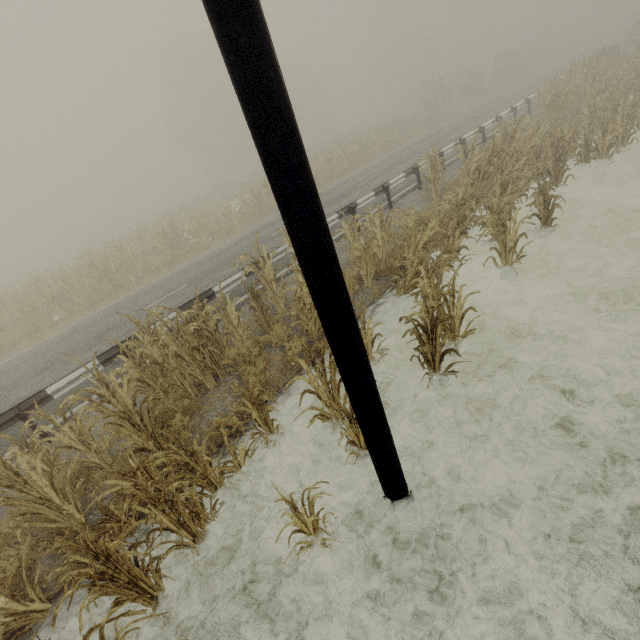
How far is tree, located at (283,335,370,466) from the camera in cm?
412

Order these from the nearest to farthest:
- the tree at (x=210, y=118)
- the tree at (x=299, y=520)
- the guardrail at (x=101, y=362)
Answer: the tree at (x=299, y=520), the guardrail at (x=101, y=362), the tree at (x=210, y=118)

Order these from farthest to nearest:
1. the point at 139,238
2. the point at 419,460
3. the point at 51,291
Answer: the point at 139,238
the point at 51,291
the point at 419,460

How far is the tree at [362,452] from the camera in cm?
412

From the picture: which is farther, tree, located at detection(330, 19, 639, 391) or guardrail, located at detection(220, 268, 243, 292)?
guardrail, located at detection(220, 268, 243, 292)

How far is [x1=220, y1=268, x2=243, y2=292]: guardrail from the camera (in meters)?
8.50

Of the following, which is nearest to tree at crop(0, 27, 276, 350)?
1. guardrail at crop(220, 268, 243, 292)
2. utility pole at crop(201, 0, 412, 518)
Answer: utility pole at crop(201, 0, 412, 518)
